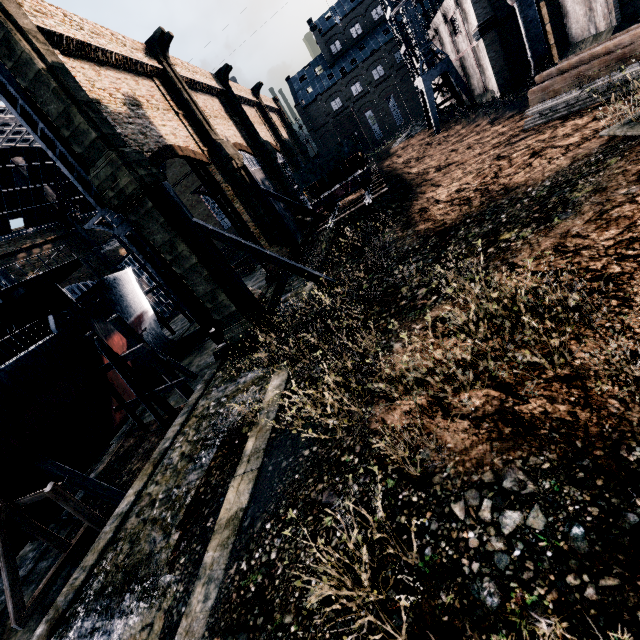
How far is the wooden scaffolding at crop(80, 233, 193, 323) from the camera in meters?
32.9 m

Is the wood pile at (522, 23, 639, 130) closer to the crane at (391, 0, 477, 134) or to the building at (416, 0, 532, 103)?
the building at (416, 0, 532, 103)

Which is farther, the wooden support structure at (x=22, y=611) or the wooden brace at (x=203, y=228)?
the wooden brace at (x=203, y=228)

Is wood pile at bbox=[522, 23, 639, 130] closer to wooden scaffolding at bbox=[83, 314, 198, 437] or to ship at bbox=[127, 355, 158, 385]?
wooden scaffolding at bbox=[83, 314, 198, 437]

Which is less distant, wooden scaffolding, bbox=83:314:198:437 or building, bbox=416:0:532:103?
wooden scaffolding, bbox=83:314:198:437

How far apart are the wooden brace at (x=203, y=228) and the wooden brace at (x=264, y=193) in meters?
11.7

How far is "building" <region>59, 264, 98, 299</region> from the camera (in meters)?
40.81

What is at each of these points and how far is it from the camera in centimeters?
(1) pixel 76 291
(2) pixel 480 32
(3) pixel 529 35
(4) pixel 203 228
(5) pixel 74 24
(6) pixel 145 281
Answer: (1) building, 4159cm
(2) building, 2516cm
(3) silo, 2302cm
(4) wooden brace, 1578cm
(5) building, 1638cm
(6) building, 5225cm
